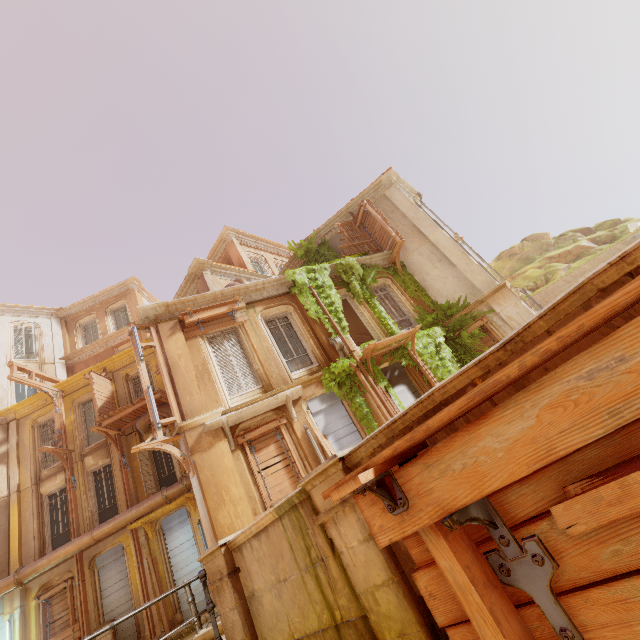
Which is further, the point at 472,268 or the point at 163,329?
the point at 472,268

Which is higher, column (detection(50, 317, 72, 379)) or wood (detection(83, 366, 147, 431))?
column (detection(50, 317, 72, 379))

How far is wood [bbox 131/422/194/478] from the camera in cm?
858

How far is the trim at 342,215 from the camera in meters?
17.2 m

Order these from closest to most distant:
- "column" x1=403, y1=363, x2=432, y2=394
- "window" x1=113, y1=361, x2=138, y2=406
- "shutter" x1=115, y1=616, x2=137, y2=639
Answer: "column" x1=403, y1=363, x2=432, y2=394 → "shutter" x1=115, y1=616, x2=137, y2=639 → "window" x1=113, y1=361, x2=138, y2=406

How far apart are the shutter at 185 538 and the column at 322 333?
9.8 meters

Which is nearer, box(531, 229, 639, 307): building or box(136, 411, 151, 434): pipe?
box(136, 411, 151, 434): pipe

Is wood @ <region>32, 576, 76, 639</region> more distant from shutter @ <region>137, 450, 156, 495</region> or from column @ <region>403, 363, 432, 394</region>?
column @ <region>403, 363, 432, 394</region>
